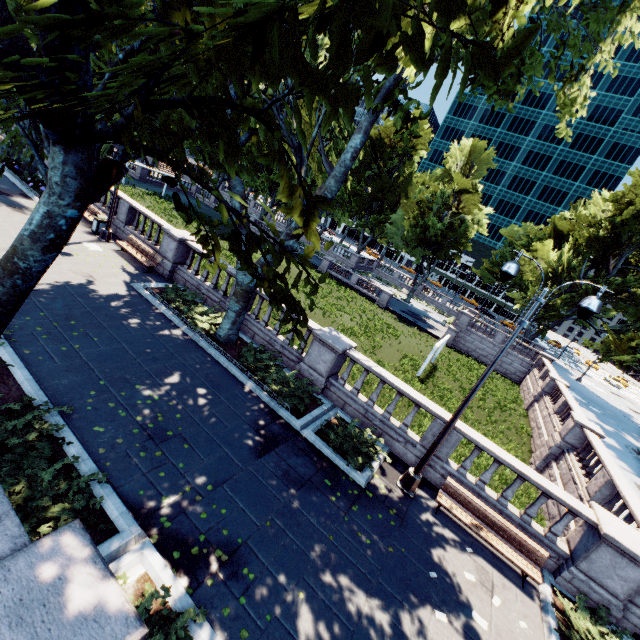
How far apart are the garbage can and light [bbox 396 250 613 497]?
19.0m

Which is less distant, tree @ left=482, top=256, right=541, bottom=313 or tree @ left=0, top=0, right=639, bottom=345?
tree @ left=0, top=0, right=639, bottom=345

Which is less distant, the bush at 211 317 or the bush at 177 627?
the bush at 177 627

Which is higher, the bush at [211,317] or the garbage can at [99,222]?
the garbage can at [99,222]

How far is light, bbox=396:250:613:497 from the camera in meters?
7.4

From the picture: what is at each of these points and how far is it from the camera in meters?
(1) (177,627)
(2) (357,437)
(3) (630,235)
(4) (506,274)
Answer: (1) bush, 4.5 m
(2) bush, 10.7 m
(3) tree, 36.5 m
(4) light, 8.1 m

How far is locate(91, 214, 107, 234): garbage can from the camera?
17.19m

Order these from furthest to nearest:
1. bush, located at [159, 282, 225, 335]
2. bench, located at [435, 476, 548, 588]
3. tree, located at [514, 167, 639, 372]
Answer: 1. tree, located at [514, 167, 639, 372]
2. bush, located at [159, 282, 225, 335]
3. bench, located at [435, 476, 548, 588]
